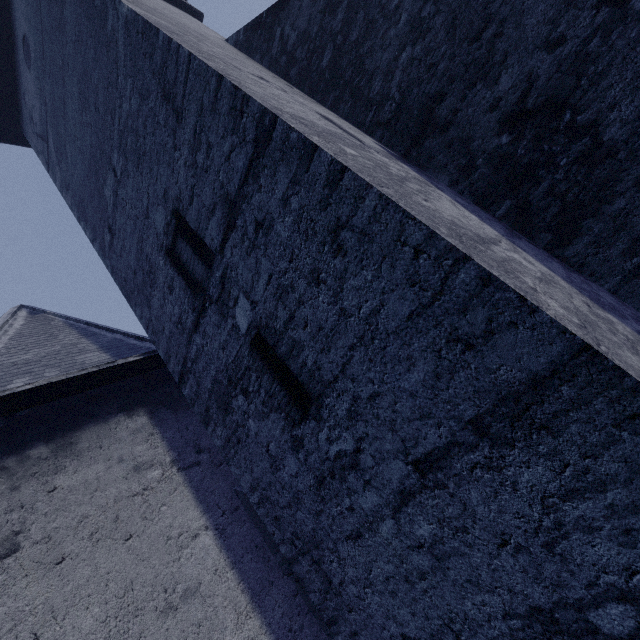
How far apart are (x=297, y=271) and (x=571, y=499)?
2.0m
